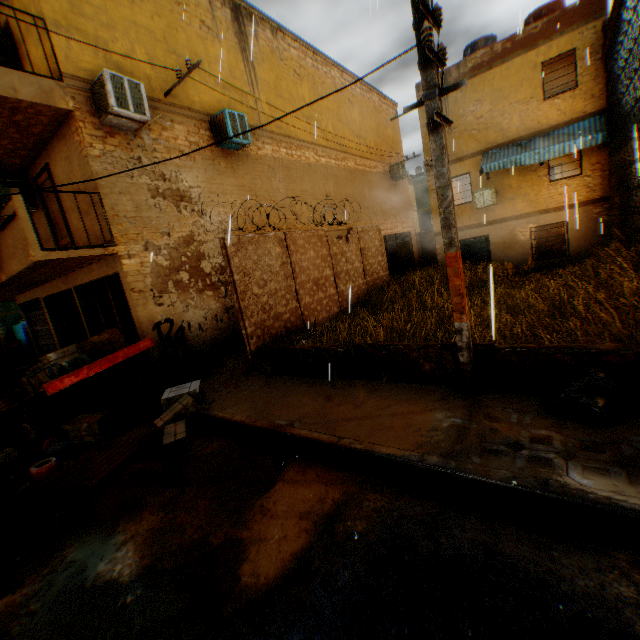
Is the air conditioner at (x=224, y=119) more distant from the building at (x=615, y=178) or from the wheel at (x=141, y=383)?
the wheel at (x=141, y=383)

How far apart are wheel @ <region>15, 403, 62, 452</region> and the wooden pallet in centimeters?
110cm

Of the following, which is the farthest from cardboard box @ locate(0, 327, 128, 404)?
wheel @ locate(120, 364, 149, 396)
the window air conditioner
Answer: the window air conditioner

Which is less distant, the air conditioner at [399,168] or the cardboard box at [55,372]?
the cardboard box at [55,372]

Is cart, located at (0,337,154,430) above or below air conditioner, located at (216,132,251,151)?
below

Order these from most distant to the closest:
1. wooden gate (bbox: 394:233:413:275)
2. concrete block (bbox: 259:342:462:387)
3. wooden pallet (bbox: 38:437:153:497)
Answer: wooden gate (bbox: 394:233:413:275), concrete block (bbox: 259:342:462:387), wooden pallet (bbox: 38:437:153:497)

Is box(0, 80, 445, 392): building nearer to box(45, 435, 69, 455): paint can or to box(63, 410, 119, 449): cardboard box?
box(63, 410, 119, 449): cardboard box

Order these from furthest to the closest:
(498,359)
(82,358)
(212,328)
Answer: (212,328) < (82,358) < (498,359)
